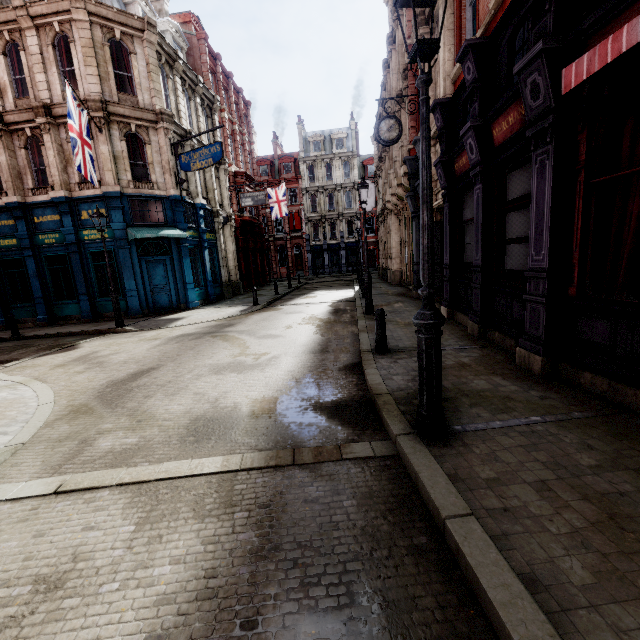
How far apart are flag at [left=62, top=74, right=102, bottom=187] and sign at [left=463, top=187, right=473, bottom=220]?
13.15m

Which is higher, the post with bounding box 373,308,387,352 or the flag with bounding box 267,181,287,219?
the flag with bounding box 267,181,287,219

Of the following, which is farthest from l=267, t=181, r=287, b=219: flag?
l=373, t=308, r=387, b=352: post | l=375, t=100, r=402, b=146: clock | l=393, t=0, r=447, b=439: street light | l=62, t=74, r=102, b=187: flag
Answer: l=393, t=0, r=447, b=439: street light

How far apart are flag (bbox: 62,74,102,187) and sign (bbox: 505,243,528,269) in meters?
14.1 m

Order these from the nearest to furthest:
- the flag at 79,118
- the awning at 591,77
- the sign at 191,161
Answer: the awning at 591,77 → the flag at 79,118 → the sign at 191,161

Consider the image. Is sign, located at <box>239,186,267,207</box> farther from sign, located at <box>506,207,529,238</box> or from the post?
sign, located at <box>506,207,529,238</box>

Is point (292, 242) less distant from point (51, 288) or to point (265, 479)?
point (51, 288)

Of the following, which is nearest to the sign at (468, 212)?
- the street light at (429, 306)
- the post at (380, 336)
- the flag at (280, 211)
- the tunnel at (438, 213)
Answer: the tunnel at (438, 213)
